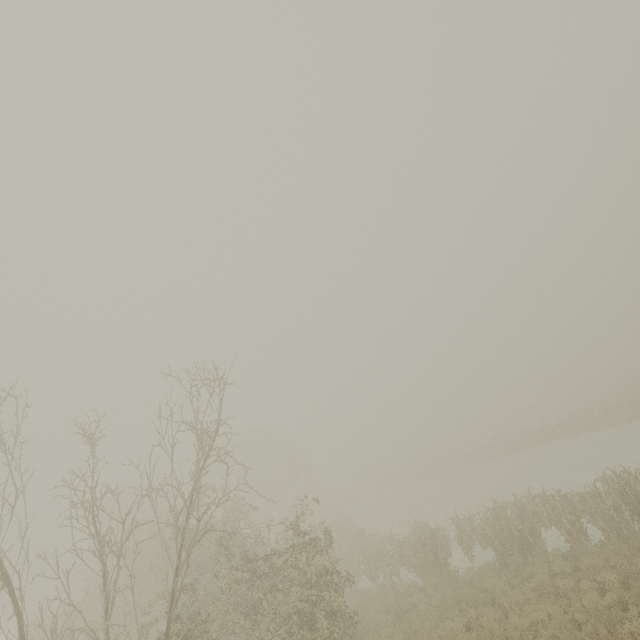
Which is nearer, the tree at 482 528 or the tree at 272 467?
the tree at 272 467

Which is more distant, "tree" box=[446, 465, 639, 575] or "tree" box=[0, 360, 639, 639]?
"tree" box=[446, 465, 639, 575]

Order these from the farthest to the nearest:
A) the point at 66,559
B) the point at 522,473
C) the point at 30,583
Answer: the point at 66,559 < the point at 522,473 < the point at 30,583
